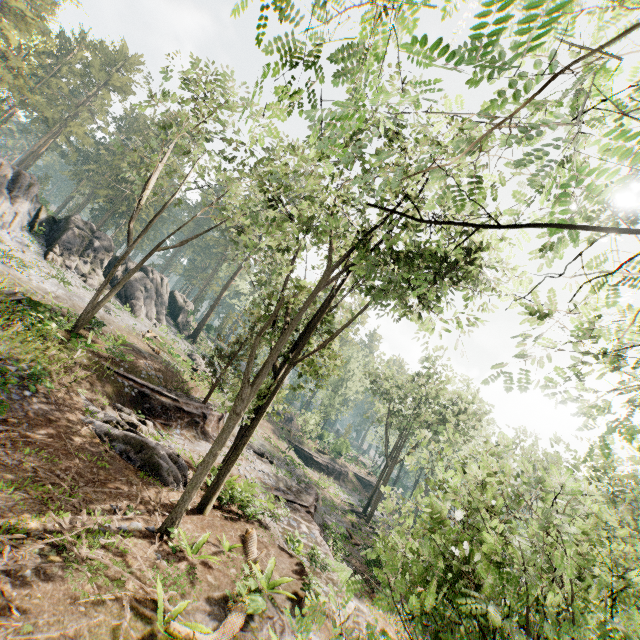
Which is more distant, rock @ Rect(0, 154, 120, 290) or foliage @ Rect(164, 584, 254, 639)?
rock @ Rect(0, 154, 120, 290)

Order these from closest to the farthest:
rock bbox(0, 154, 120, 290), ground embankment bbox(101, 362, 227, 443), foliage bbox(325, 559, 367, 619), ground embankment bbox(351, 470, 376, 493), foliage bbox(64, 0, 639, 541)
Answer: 1. foliage bbox(64, 0, 639, 541)
2. foliage bbox(325, 559, 367, 619)
3. ground embankment bbox(101, 362, 227, 443)
4. rock bbox(0, 154, 120, 290)
5. ground embankment bbox(351, 470, 376, 493)

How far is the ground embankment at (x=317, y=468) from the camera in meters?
43.8

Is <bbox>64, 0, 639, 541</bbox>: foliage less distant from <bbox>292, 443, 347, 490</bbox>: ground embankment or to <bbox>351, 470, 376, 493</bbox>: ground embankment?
<bbox>351, 470, 376, 493</bbox>: ground embankment

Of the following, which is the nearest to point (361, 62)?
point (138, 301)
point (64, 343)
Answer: point (64, 343)

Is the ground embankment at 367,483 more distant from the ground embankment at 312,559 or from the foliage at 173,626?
the ground embankment at 312,559

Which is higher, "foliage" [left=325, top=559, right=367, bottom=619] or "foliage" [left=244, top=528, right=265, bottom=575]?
"foliage" [left=325, top=559, right=367, bottom=619]

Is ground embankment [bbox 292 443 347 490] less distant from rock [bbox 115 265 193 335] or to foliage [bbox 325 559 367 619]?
foliage [bbox 325 559 367 619]
